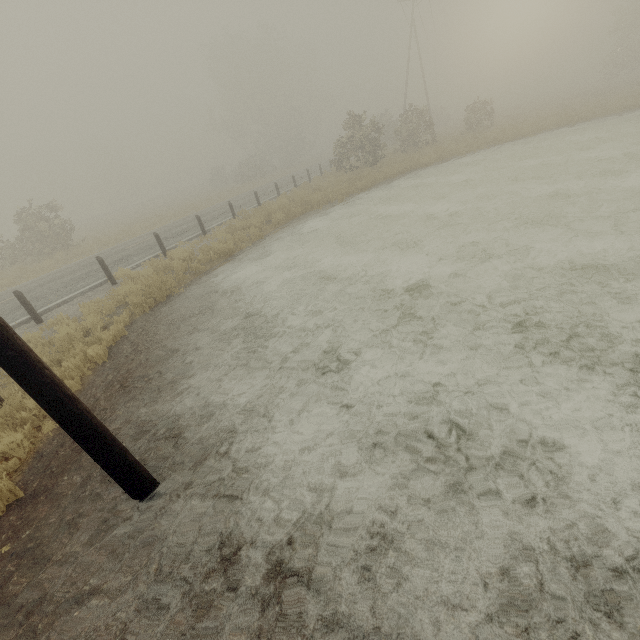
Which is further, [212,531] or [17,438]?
[17,438]

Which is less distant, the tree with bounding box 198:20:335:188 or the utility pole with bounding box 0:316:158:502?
the utility pole with bounding box 0:316:158:502

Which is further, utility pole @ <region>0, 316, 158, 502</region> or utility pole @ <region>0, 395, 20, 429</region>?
utility pole @ <region>0, 395, 20, 429</region>

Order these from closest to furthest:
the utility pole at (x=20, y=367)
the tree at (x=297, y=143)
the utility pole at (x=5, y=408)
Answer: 1. the utility pole at (x=20, y=367)
2. the utility pole at (x=5, y=408)
3. the tree at (x=297, y=143)

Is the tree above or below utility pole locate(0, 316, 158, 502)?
above

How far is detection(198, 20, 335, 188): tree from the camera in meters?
42.0

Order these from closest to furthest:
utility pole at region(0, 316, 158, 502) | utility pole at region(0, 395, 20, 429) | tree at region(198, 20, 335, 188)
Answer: utility pole at region(0, 316, 158, 502) < utility pole at region(0, 395, 20, 429) < tree at region(198, 20, 335, 188)

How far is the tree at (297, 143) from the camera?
42.03m
